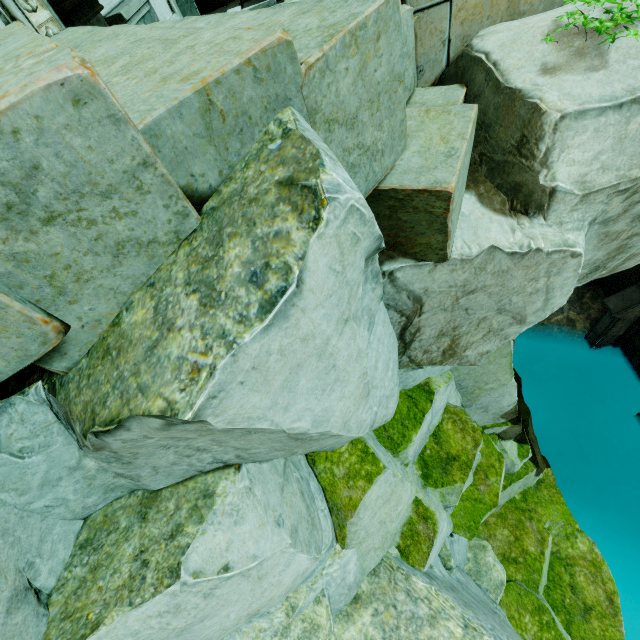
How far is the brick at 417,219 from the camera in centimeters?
216cm

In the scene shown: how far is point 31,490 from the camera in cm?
157

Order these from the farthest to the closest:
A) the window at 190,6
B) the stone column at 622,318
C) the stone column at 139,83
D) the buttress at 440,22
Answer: the stone column at 622,318 < the window at 190,6 < the buttress at 440,22 < the stone column at 139,83

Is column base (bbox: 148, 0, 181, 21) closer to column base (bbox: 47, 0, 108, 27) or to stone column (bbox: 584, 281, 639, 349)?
column base (bbox: 47, 0, 108, 27)

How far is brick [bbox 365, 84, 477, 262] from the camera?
2.2m

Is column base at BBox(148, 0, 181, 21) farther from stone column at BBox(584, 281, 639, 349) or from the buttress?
stone column at BBox(584, 281, 639, 349)

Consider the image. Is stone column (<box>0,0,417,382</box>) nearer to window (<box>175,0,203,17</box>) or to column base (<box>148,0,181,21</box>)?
column base (<box>148,0,181,21</box>)

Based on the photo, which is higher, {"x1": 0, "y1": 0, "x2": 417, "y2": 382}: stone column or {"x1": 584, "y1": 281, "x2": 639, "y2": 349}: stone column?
{"x1": 0, "y1": 0, "x2": 417, "y2": 382}: stone column
